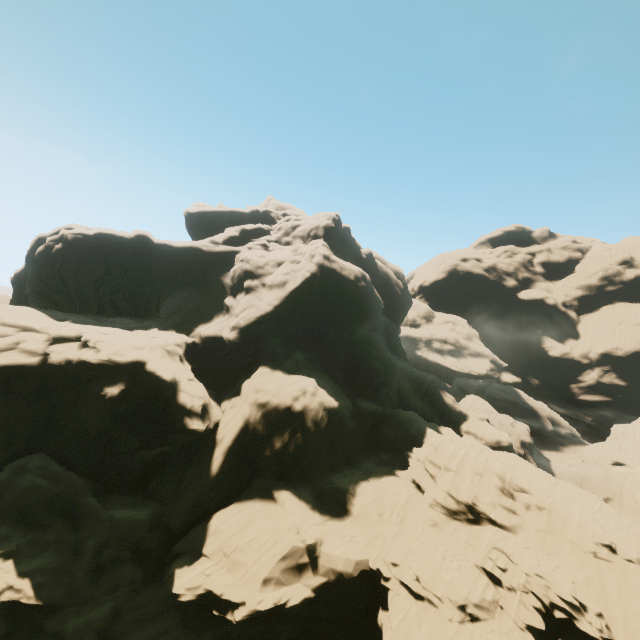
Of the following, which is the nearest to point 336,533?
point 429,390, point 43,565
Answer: point 43,565
